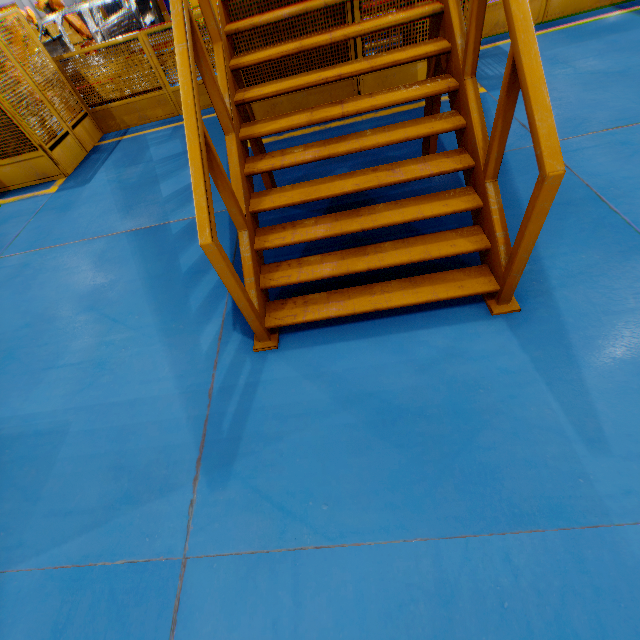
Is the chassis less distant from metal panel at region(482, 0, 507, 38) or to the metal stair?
metal panel at region(482, 0, 507, 38)

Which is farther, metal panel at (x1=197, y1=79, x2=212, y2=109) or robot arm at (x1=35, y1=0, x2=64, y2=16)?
robot arm at (x1=35, y1=0, x2=64, y2=16)

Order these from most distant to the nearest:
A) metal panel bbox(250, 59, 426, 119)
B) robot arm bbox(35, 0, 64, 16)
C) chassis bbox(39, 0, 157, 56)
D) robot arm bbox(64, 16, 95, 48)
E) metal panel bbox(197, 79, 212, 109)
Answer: robot arm bbox(64, 16, 95, 48)
robot arm bbox(35, 0, 64, 16)
chassis bbox(39, 0, 157, 56)
metal panel bbox(197, 79, 212, 109)
metal panel bbox(250, 59, 426, 119)

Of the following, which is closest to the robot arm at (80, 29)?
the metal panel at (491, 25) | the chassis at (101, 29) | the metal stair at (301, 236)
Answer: the chassis at (101, 29)

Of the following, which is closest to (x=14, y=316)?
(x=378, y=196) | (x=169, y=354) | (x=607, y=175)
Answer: (x=169, y=354)

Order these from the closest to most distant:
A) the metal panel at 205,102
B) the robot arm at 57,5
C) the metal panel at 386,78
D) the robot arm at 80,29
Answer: the metal panel at 386,78
the metal panel at 205,102
the robot arm at 57,5
the robot arm at 80,29

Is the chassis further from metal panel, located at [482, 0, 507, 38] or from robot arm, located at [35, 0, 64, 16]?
metal panel, located at [482, 0, 507, 38]
